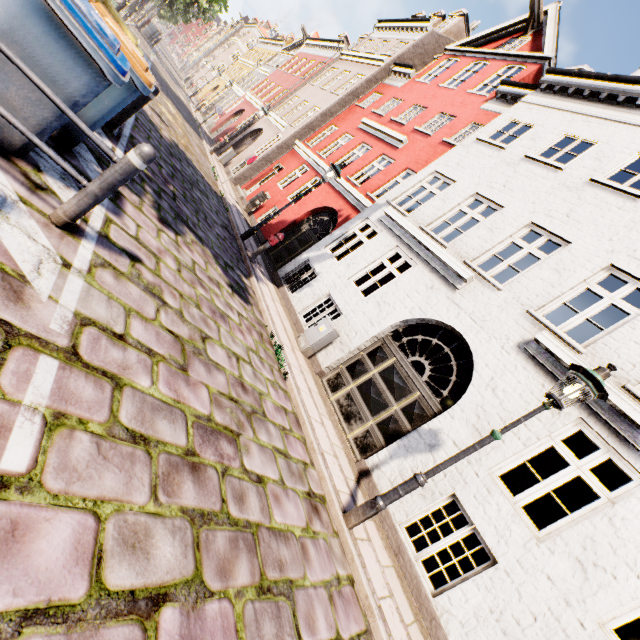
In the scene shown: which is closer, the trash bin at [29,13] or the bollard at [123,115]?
the trash bin at [29,13]

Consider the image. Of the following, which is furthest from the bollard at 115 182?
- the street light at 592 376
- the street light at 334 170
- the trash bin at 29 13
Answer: the street light at 334 170

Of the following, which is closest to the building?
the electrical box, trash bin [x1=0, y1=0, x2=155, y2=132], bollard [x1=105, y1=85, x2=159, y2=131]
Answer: the electrical box

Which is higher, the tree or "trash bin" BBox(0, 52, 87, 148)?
the tree

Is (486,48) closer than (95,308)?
No

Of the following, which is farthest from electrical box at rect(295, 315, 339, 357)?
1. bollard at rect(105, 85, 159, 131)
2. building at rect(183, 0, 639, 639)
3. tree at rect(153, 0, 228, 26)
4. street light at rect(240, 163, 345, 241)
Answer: tree at rect(153, 0, 228, 26)

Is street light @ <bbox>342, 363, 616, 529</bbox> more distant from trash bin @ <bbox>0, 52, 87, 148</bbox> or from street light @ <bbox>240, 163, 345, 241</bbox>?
street light @ <bbox>240, 163, 345, 241</bbox>

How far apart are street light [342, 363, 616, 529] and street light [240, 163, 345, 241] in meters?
8.0 m
